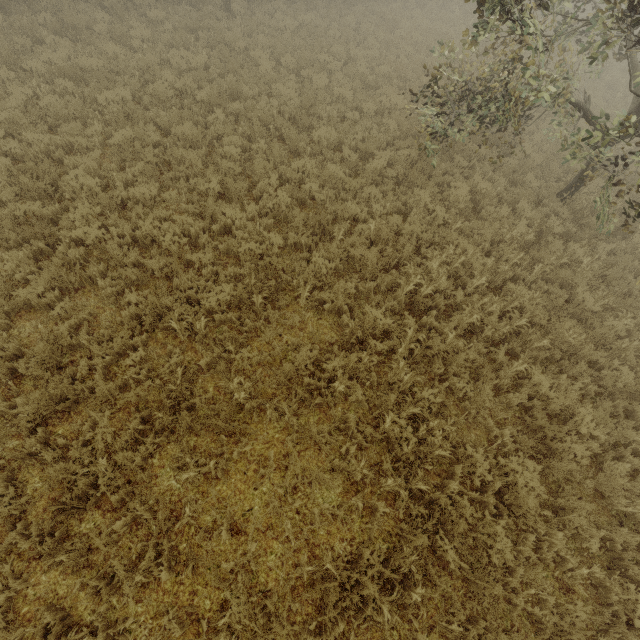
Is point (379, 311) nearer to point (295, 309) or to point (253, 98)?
point (295, 309)
